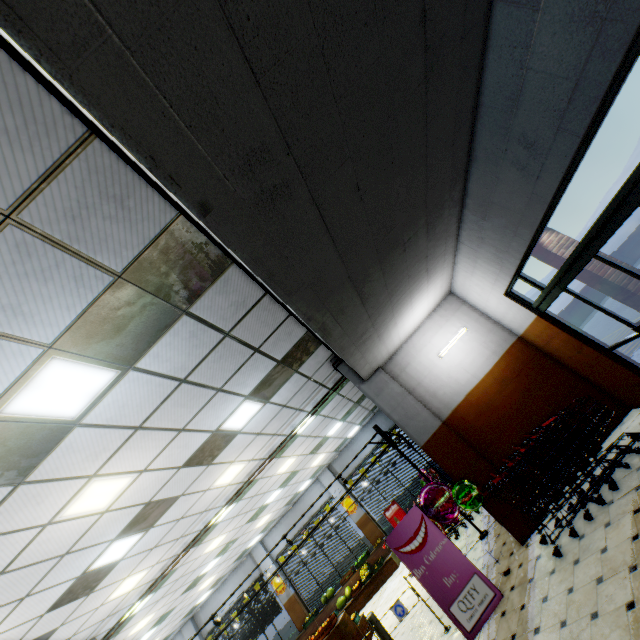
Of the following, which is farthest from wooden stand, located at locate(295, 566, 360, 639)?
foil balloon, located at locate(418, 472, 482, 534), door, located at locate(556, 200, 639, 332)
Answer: door, located at locate(556, 200, 639, 332)

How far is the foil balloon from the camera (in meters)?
5.69

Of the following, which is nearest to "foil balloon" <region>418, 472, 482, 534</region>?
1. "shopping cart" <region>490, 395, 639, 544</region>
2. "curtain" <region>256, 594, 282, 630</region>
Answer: "shopping cart" <region>490, 395, 639, 544</region>

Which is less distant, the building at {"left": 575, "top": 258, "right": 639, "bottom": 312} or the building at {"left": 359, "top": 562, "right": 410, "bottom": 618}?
the building at {"left": 575, "top": 258, "right": 639, "bottom": 312}

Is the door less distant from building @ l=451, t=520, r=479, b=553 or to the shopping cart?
building @ l=451, t=520, r=479, b=553

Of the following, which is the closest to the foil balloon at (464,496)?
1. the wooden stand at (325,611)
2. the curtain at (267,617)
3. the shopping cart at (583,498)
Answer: the shopping cart at (583,498)

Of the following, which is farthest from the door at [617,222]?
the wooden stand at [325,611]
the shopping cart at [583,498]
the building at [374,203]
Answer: the wooden stand at [325,611]

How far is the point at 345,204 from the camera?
3.0m
